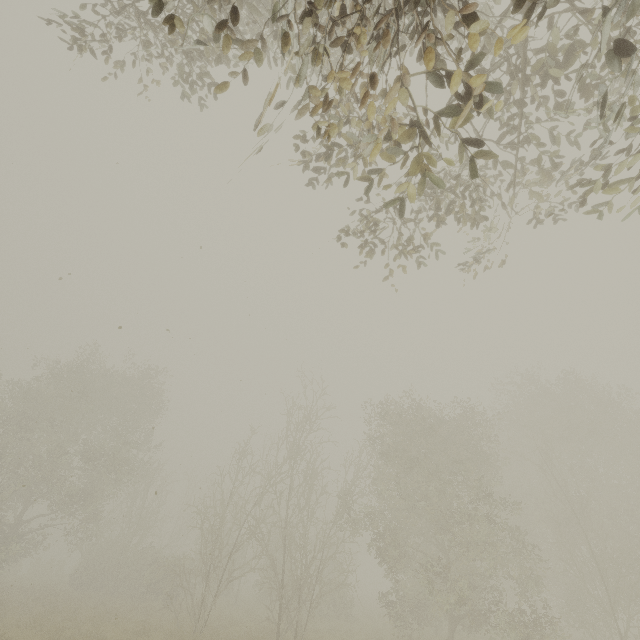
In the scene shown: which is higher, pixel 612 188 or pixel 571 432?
pixel 571 432
